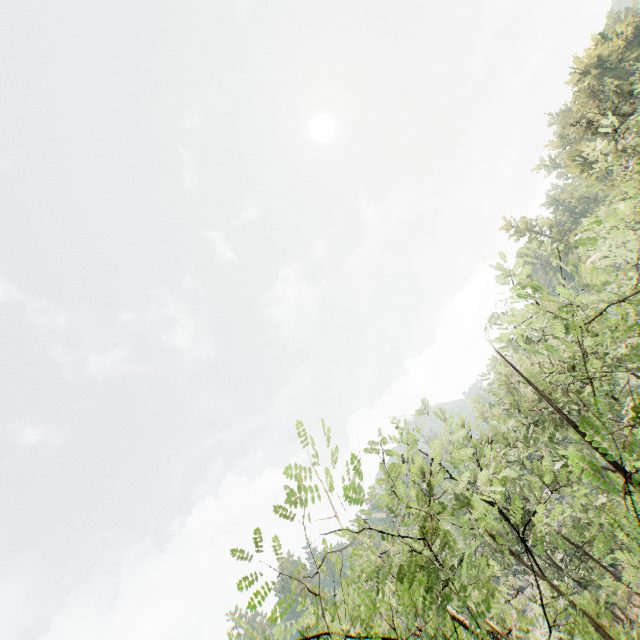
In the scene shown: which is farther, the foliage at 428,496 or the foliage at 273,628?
the foliage at 428,496

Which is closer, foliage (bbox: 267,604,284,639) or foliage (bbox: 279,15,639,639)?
foliage (bbox: 267,604,284,639)

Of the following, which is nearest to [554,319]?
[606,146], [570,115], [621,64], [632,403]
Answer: [632,403]
